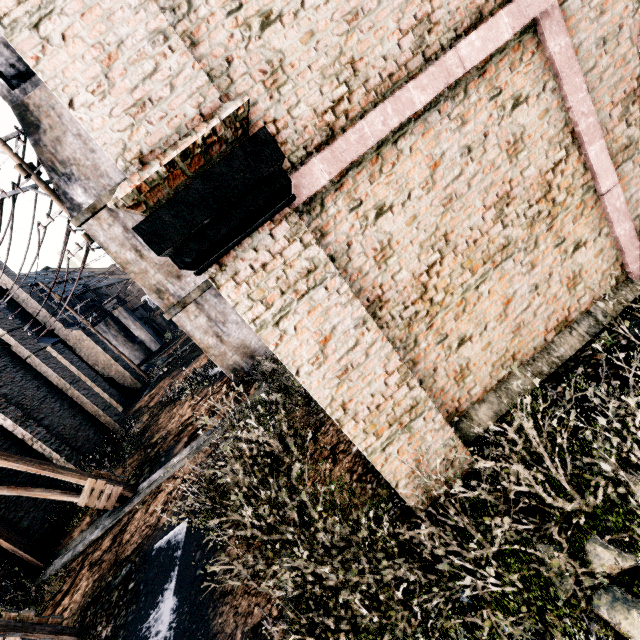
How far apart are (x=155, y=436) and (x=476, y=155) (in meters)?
16.67

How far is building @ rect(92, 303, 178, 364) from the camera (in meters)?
49.50

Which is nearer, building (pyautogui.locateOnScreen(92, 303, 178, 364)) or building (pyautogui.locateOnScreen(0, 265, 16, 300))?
building (pyautogui.locateOnScreen(0, 265, 16, 300))

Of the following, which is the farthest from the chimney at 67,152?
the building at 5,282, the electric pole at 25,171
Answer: the building at 5,282

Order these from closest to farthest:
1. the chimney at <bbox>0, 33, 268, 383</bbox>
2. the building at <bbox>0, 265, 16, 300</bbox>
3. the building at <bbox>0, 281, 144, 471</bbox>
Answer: the chimney at <bbox>0, 33, 268, 383</bbox>
the building at <bbox>0, 281, 144, 471</bbox>
the building at <bbox>0, 265, 16, 300</bbox>

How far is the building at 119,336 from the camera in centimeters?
4950cm

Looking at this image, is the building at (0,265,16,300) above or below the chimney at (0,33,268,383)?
above

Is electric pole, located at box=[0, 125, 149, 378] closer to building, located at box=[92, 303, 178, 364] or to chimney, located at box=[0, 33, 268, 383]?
chimney, located at box=[0, 33, 268, 383]
